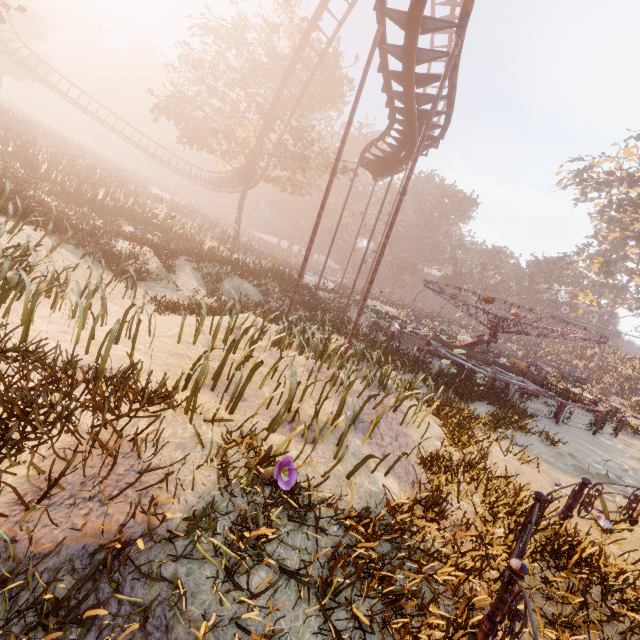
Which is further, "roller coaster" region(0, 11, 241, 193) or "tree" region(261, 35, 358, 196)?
"roller coaster" region(0, 11, 241, 193)

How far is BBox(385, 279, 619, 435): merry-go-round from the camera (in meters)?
14.12

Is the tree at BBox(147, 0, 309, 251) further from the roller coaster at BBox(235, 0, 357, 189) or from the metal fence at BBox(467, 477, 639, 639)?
the metal fence at BBox(467, 477, 639, 639)

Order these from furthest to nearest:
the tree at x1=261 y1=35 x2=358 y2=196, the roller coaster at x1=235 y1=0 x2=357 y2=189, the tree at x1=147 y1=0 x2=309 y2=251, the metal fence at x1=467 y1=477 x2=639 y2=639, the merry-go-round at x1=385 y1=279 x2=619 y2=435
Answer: the tree at x1=261 y1=35 x2=358 y2=196 < the tree at x1=147 y1=0 x2=309 y2=251 < the roller coaster at x1=235 y1=0 x2=357 y2=189 < the merry-go-round at x1=385 y1=279 x2=619 y2=435 < the metal fence at x1=467 y1=477 x2=639 y2=639

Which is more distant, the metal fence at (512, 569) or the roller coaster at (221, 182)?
the roller coaster at (221, 182)

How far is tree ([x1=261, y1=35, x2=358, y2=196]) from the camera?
24.3 meters

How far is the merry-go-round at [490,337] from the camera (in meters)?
14.12

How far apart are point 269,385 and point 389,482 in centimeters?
300cm
